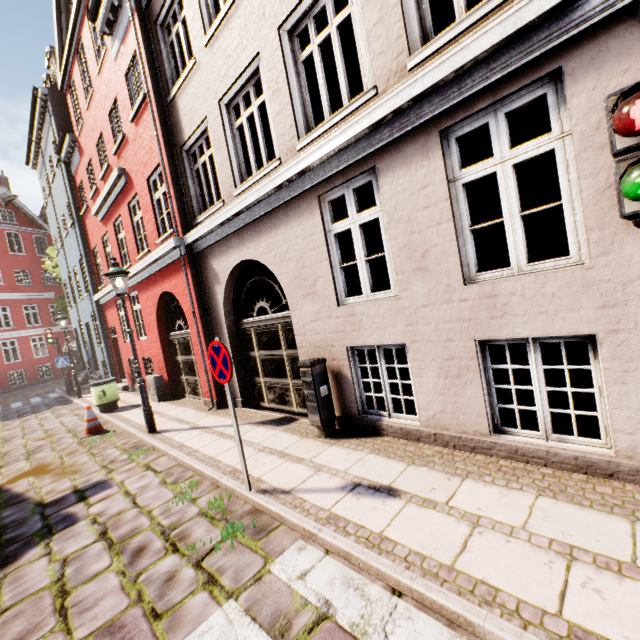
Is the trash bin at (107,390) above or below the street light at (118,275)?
below

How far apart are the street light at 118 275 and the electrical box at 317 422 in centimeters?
412cm

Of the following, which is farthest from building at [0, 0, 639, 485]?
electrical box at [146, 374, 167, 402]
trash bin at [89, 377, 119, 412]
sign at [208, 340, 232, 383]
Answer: sign at [208, 340, 232, 383]

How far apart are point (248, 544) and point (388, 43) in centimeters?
588cm

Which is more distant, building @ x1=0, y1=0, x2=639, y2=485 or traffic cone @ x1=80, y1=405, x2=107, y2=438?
traffic cone @ x1=80, y1=405, x2=107, y2=438

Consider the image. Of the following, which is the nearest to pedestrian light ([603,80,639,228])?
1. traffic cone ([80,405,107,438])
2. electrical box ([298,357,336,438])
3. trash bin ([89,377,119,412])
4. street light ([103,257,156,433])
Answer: electrical box ([298,357,336,438])

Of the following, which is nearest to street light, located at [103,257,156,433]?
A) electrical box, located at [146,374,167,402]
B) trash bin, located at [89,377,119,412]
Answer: electrical box, located at [146,374,167,402]

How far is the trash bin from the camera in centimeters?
1017cm
